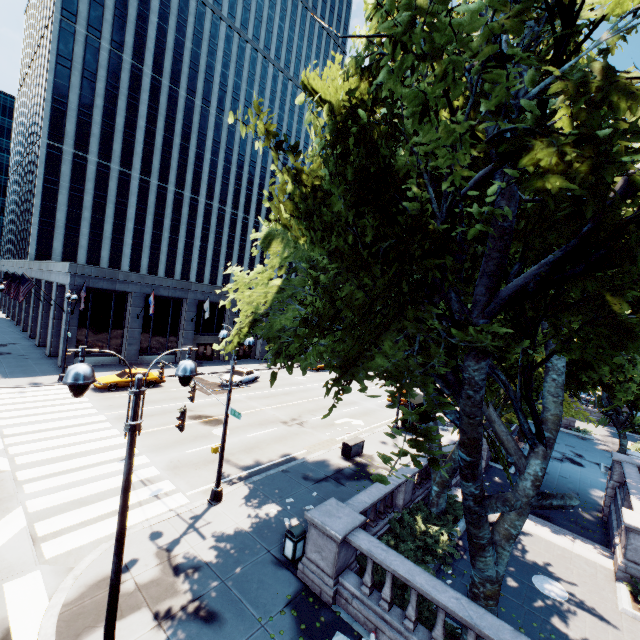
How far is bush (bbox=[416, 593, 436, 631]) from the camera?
8.9 meters

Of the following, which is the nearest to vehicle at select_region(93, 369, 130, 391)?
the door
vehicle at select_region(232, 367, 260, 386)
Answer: vehicle at select_region(232, 367, 260, 386)

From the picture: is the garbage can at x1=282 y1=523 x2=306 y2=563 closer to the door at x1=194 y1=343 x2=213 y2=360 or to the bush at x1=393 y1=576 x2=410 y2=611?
the bush at x1=393 y1=576 x2=410 y2=611

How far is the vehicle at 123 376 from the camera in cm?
2531

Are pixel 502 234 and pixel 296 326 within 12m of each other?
yes

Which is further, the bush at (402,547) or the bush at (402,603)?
the bush at (402,547)

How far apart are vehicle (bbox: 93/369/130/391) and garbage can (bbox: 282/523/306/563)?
21.18m

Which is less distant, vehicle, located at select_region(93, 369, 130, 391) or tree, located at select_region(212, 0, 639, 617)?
tree, located at select_region(212, 0, 639, 617)
